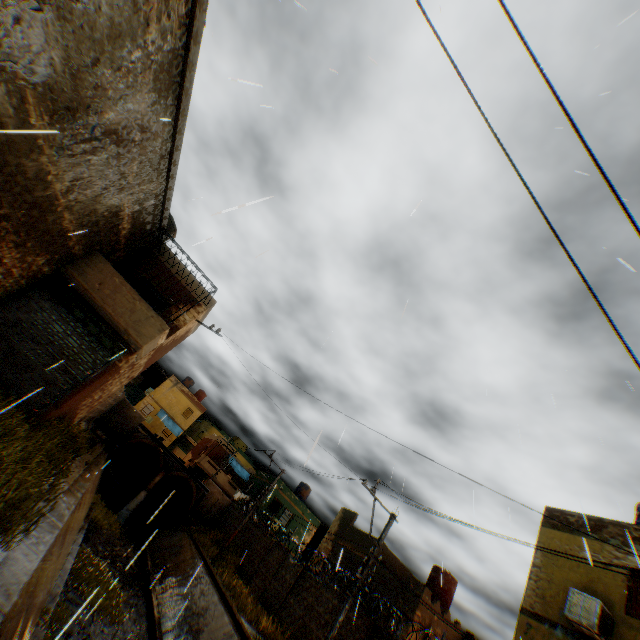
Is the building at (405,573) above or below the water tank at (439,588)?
below

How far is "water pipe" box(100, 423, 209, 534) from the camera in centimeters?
2500cm

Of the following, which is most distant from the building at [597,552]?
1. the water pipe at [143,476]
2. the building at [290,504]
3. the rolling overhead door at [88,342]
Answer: the water pipe at [143,476]

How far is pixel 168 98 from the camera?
7.61m

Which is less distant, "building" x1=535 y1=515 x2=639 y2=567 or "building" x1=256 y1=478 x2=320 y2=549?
"building" x1=535 y1=515 x2=639 y2=567

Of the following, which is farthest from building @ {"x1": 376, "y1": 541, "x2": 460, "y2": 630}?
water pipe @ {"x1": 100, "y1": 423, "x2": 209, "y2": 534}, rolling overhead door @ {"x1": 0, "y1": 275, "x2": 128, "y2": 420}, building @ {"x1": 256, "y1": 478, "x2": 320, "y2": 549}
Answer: water pipe @ {"x1": 100, "y1": 423, "x2": 209, "y2": 534}

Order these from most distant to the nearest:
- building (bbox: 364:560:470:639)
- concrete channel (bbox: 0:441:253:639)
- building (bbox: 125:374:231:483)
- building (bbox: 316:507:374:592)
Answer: building (bbox: 125:374:231:483) → building (bbox: 316:507:374:592) → building (bbox: 364:560:470:639) → concrete channel (bbox: 0:441:253:639)

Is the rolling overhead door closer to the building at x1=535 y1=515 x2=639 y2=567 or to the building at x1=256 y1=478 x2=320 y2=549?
the building at x1=535 y1=515 x2=639 y2=567
